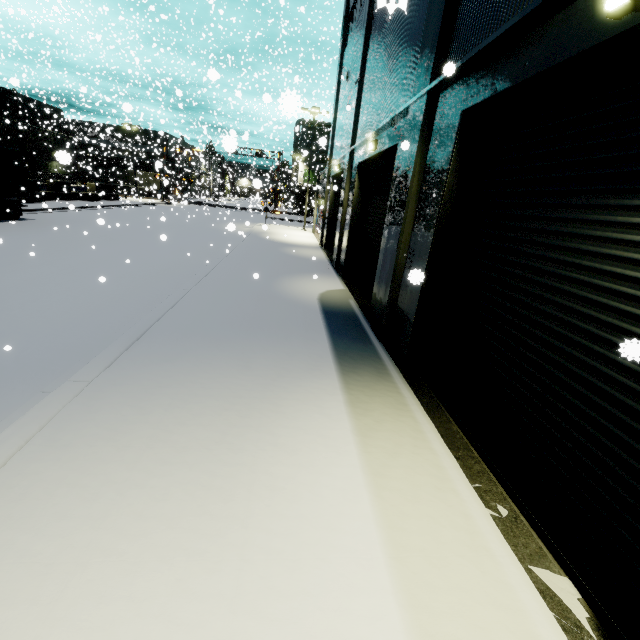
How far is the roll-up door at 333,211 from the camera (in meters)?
18.34

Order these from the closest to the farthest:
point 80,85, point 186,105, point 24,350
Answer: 1. point 24,350
2. point 186,105
3. point 80,85

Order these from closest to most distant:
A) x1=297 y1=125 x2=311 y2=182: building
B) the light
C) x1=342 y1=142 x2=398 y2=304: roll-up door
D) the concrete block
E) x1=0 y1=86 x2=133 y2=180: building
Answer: the light → x1=342 y1=142 x2=398 y2=304: roll-up door → the concrete block → x1=0 y1=86 x2=133 y2=180: building → x1=297 y1=125 x2=311 y2=182: building

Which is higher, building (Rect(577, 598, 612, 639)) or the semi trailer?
the semi trailer

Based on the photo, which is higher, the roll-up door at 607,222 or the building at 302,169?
the building at 302,169

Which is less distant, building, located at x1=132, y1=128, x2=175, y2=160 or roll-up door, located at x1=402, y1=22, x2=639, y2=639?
roll-up door, located at x1=402, y1=22, x2=639, y2=639

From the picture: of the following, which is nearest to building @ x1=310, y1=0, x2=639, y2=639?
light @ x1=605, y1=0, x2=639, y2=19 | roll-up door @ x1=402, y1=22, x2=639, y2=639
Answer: roll-up door @ x1=402, y1=22, x2=639, y2=639

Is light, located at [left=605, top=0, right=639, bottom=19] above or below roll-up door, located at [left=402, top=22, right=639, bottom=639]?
above
